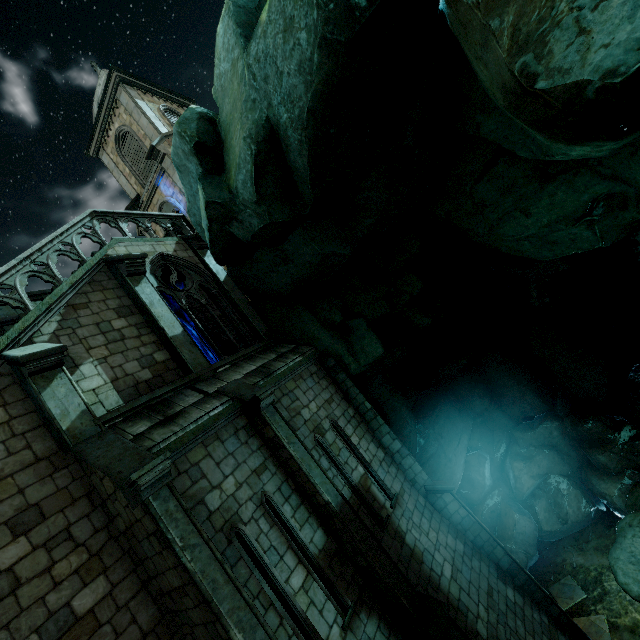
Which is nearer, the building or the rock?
the rock

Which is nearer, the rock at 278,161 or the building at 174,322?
the rock at 278,161

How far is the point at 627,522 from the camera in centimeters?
807cm
